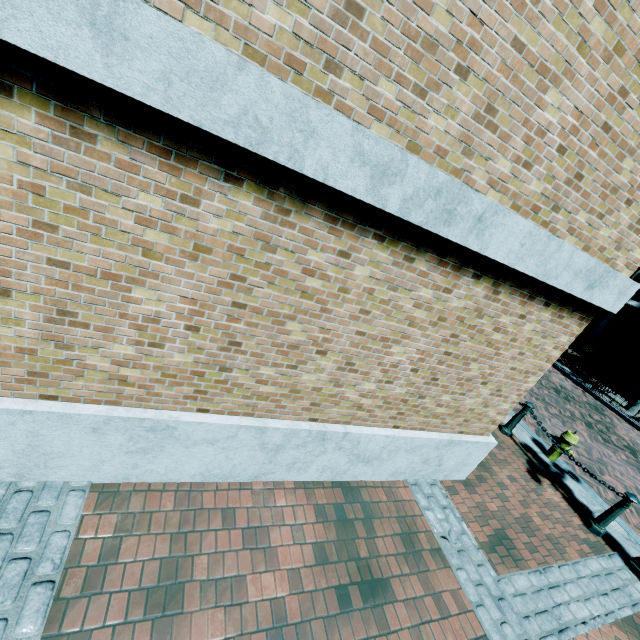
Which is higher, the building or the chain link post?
the building

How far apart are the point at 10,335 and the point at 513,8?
3.86m

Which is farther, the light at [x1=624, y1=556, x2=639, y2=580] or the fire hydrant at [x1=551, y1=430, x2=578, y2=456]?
the fire hydrant at [x1=551, y1=430, x2=578, y2=456]

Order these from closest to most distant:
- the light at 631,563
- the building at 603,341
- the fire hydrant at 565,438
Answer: the light at 631,563, the fire hydrant at 565,438, the building at 603,341

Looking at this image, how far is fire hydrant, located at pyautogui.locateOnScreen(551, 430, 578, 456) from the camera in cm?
638

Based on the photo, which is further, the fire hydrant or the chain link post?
the fire hydrant

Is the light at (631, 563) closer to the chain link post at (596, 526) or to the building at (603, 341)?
the chain link post at (596, 526)

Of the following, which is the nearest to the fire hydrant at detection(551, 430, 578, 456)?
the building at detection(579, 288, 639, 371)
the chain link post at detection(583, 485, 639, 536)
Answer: the chain link post at detection(583, 485, 639, 536)
